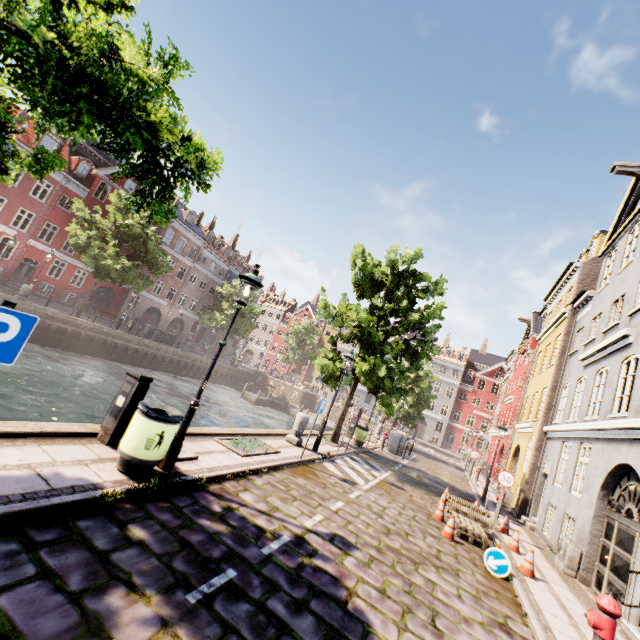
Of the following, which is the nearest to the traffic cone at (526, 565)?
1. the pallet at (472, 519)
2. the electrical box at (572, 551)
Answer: the pallet at (472, 519)

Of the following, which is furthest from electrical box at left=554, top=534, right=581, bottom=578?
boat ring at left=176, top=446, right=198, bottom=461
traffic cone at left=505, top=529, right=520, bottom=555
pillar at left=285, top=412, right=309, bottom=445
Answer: boat ring at left=176, top=446, right=198, bottom=461

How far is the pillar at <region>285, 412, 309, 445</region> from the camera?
11.36m

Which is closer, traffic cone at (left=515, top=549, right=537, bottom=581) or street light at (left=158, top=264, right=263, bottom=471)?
street light at (left=158, top=264, right=263, bottom=471)

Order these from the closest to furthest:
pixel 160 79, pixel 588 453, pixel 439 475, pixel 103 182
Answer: pixel 160 79, pixel 588 453, pixel 439 475, pixel 103 182

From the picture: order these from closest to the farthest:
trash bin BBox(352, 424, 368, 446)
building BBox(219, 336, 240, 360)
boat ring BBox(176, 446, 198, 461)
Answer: boat ring BBox(176, 446, 198, 461) → trash bin BBox(352, 424, 368, 446) → building BBox(219, 336, 240, 360)

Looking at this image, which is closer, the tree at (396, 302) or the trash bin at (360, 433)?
the tree at (396, 302)

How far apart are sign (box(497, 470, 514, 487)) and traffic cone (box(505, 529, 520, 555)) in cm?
179
